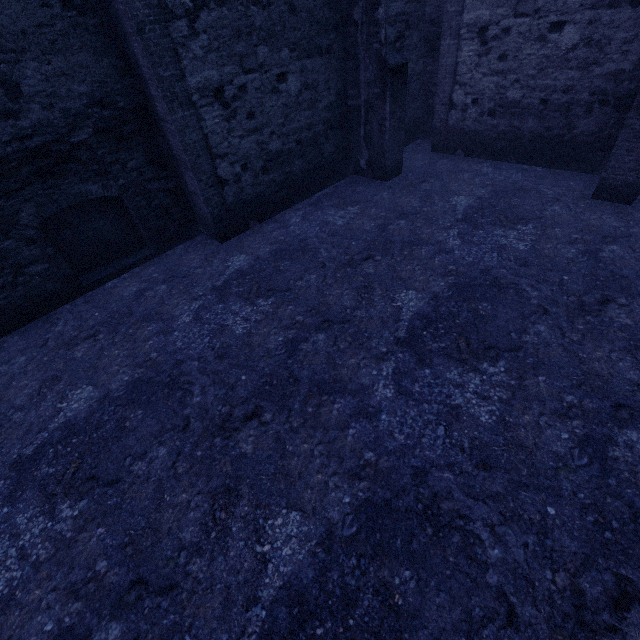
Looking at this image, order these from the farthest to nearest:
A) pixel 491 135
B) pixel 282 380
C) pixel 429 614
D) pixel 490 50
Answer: pixel 491 135
pixel 490 50
pixel 282 380
pixel 429 614
